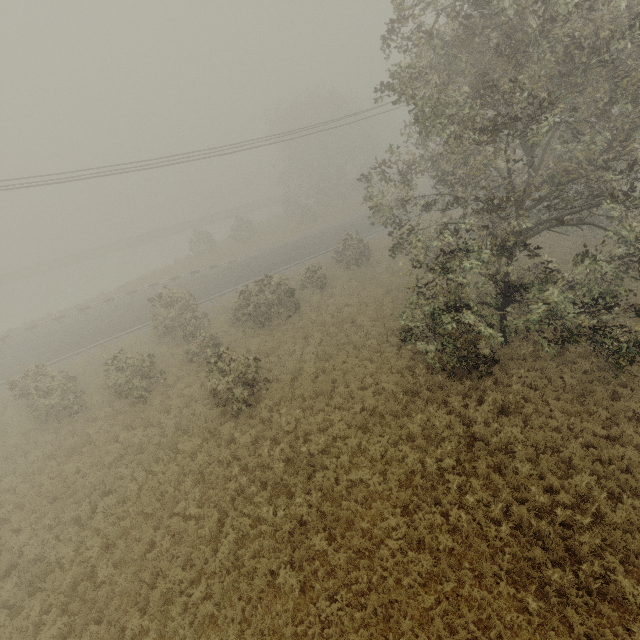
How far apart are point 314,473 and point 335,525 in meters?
1.9
